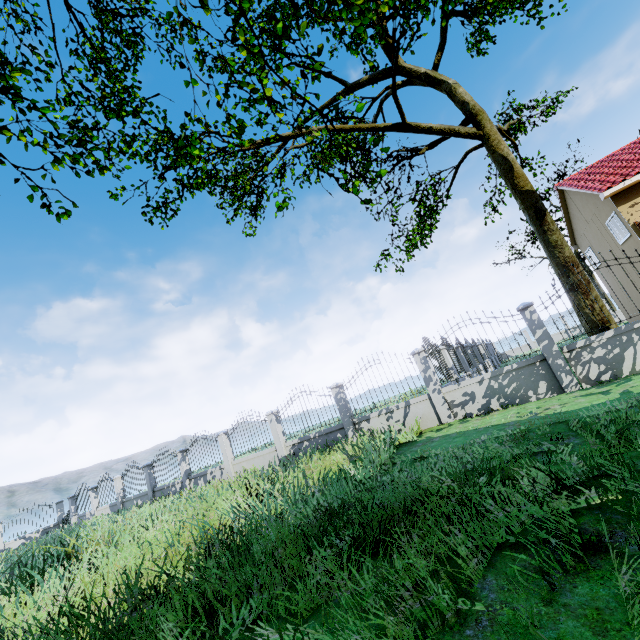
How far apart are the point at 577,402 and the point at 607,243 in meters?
18.2 m

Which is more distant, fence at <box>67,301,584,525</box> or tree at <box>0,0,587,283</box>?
fence at <box>67,301,584,525</box>

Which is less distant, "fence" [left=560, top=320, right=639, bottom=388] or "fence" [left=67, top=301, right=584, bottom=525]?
"fence" [left=560, top=320, right=639, bottom=388]

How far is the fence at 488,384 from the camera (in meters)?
8.29

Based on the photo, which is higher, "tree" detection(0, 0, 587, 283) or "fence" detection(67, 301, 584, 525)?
"tree" detection(0, 0, 587, 283)

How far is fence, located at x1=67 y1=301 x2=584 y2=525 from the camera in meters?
8.3 m

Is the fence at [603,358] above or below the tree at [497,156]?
below
